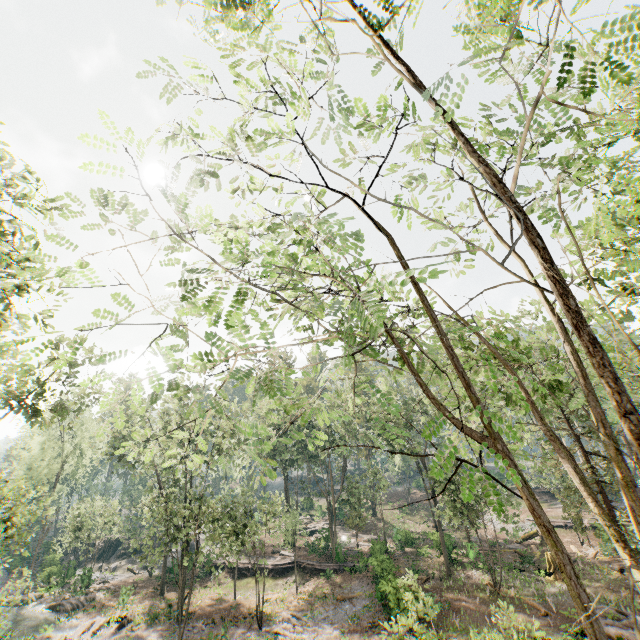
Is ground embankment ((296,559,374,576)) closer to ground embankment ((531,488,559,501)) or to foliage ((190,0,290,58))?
foliage ((190,0,290,58))

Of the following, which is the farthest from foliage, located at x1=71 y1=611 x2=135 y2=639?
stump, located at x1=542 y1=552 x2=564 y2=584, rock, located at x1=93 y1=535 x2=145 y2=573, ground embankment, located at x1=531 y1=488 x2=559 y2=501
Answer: stump, located at x1=542 y1=552 x2=564 y2=584

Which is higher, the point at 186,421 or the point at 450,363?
the point at 186,421

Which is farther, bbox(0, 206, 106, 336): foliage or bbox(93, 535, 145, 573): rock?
bbox(93, 535, 145, 573): rock

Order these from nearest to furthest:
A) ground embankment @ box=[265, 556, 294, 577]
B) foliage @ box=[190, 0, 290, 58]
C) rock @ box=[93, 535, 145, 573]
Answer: foliage @ box=[190, 0, 290, 58] < ground embankment @ box=[265, 556, 294, 577] < rock @ box=[93, 535, 145, 573]

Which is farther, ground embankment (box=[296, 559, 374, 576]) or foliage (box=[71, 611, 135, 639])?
ground embankment (box=[296, 559, 374, 576])

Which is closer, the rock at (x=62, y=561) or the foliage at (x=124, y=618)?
the foliage at (x=124, y=618)

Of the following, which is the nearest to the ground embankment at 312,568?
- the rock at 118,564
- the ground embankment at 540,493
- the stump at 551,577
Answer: the rock at 118,564
